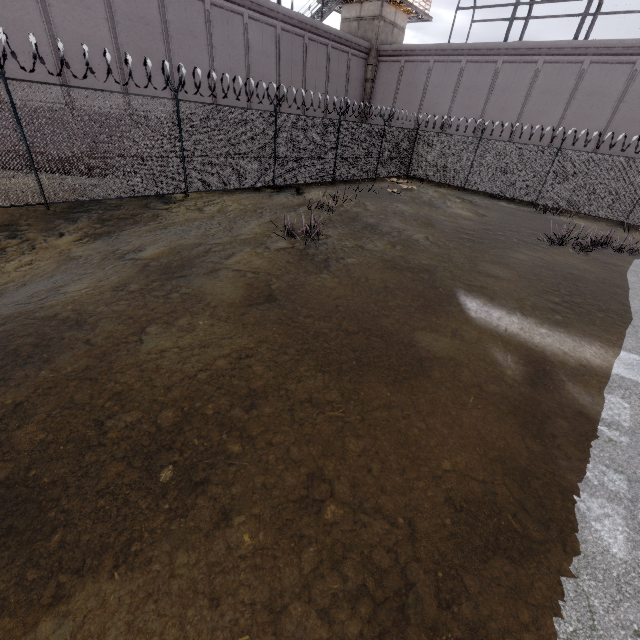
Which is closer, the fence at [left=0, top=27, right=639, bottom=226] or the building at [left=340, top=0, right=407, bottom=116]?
the fence at [left=0, top=27, right=639, bottom=226]

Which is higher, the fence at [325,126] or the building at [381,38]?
the building at [381,38]

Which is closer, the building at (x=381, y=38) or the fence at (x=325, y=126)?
the fence at (x=325, y=126)

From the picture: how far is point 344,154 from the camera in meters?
16.4

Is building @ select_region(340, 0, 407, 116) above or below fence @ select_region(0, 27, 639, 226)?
above
